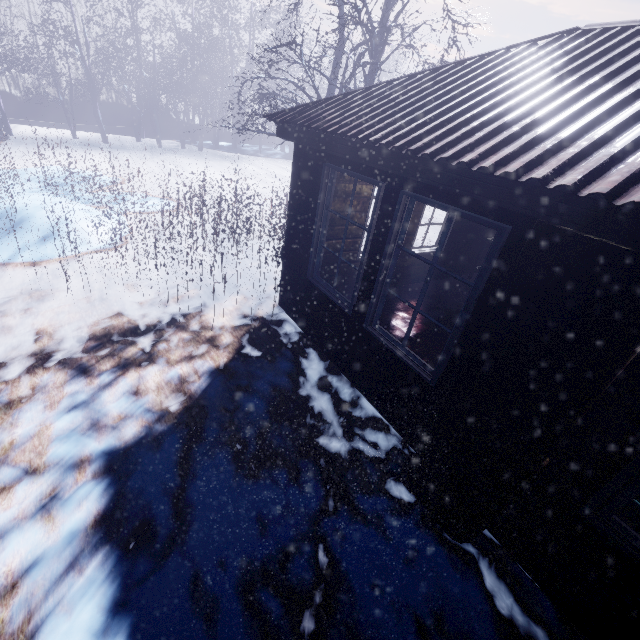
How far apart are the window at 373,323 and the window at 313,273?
0.2m

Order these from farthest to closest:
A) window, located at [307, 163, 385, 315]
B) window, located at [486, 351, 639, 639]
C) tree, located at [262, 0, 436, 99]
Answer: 1. tree, located at [262, 0, 436, 99]
2. window, located at [307, 163, 385, 315]
3. window, located at [486, 351, 639, 639]

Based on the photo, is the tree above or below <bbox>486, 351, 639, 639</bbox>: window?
above

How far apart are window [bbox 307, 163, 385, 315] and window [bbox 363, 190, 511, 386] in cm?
20

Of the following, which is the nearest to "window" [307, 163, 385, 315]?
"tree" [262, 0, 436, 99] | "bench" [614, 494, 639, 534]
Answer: "tree" [262, 0, 436, 99]

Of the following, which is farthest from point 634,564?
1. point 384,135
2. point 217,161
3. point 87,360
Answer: point 217,161

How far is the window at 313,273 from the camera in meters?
2.8

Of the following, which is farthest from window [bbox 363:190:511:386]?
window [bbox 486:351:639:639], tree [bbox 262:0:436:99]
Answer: tree [bbox 262:0:436:99]
